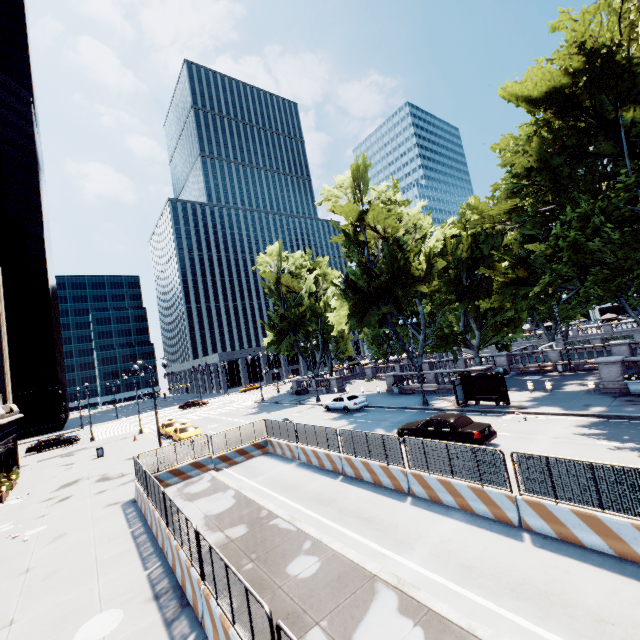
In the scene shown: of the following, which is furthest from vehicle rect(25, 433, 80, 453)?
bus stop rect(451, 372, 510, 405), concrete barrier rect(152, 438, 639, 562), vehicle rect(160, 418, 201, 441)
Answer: bus stop rect(451, 372, 510, 405)

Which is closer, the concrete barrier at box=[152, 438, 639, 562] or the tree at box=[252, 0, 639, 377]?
the concrete barrier at box=[152, 438, 639, 562]

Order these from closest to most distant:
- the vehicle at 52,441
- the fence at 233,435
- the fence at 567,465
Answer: the fence at 567,465
the fence at 233,435
the vehicle at 52,441

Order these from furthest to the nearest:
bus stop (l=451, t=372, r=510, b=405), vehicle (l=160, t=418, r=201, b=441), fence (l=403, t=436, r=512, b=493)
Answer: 1. vehicle (l=160, t=418, r=201, b=441)
2. bus stop (l=451, t=372, r=510, b=405)
3. fence (l=403, t=436, r=512, b=493)

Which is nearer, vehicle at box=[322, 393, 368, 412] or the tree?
the tree

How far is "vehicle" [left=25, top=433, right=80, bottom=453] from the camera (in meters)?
38.78

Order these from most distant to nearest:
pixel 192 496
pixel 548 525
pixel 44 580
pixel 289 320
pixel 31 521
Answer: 1. pixel 289 320
2. pixel 31 521
3. pixel 192 496
4. pixel 44 580
5. pixel 548 525

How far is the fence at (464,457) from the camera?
9.9 meters
